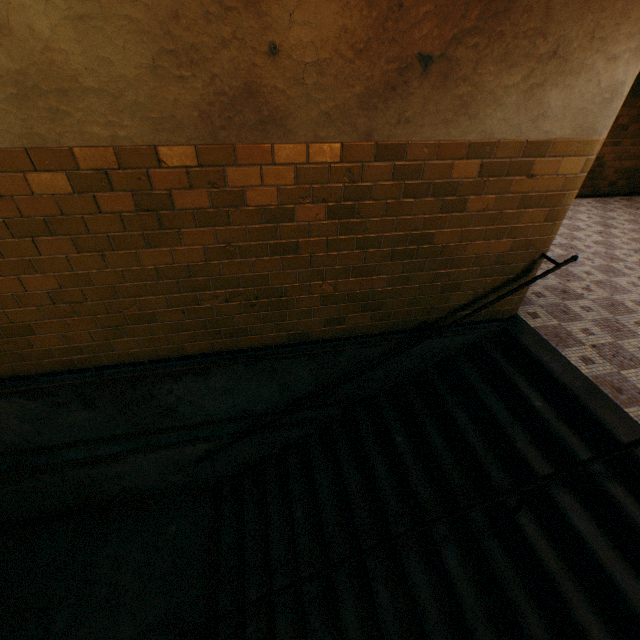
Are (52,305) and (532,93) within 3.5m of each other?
no
